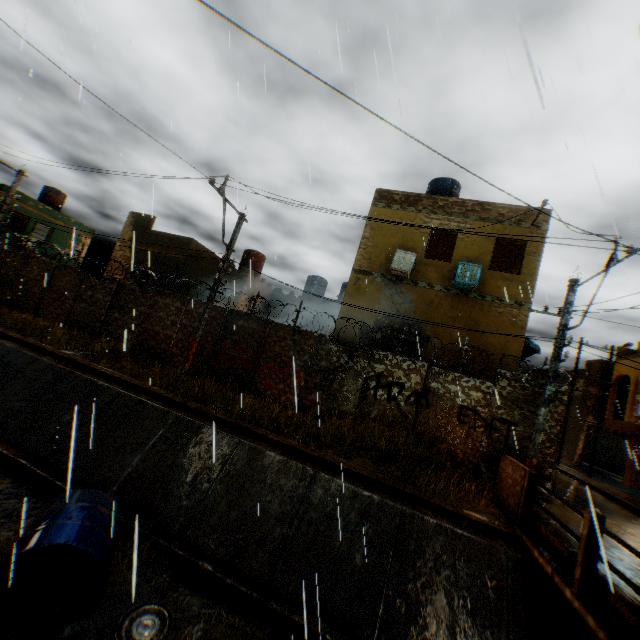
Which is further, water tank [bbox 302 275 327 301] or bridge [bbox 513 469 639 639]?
water tank [bbox 302 275 327 301]

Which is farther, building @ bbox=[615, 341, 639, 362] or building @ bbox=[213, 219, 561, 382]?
building @ bbox=[615, 341, 639, 362]

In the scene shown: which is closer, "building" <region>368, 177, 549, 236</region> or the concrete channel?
the concrete channel

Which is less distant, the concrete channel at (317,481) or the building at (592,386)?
the concrete channel at (317,481)

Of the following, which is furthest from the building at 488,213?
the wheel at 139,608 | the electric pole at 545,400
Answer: the wheel at 139,608

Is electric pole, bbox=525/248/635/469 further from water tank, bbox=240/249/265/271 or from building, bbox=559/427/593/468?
water tank, bbox=240/249/265/271

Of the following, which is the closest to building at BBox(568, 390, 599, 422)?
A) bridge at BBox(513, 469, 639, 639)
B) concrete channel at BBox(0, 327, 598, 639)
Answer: concrete channel at BBox(0, 327, 598, 639)

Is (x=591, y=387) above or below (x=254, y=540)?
above
